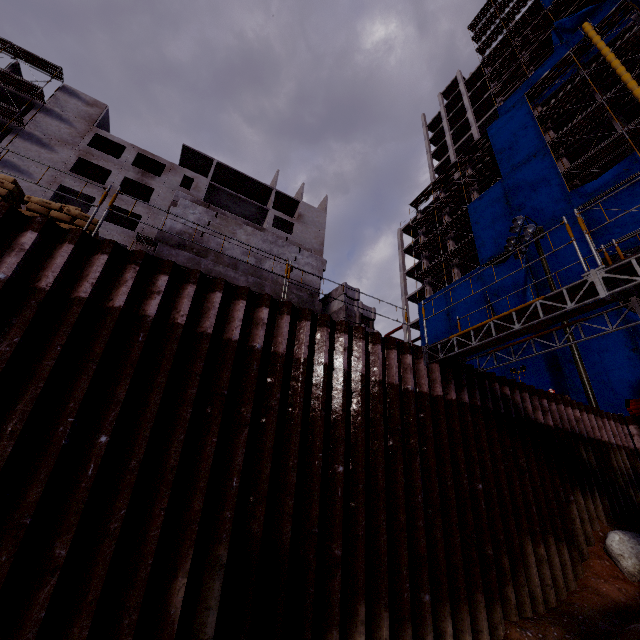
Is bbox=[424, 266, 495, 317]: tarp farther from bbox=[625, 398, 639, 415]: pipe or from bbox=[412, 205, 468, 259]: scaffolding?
Result: bbox=[625, 398, 639, 415]: pipe

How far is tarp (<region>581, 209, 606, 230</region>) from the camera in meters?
22.2 m

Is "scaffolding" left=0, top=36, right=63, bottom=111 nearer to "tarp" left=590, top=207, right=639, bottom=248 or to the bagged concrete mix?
"tarp" left=590, top=207, right=639, bottom=248

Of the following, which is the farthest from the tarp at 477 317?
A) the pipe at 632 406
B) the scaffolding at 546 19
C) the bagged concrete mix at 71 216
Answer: the bagged concrete mix at 71 216

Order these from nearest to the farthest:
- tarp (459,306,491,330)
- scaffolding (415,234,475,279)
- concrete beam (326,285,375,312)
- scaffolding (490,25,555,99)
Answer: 1. concrete beam (326,285,375,312)
2. tarp (459,306,491,330)
3. scaffolding (415,234,475,279)
4. scaffolding (490,25,555,99)

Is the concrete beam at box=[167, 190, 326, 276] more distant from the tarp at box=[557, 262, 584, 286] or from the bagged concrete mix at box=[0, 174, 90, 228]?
the tarp at box=[557, 262, 584, 286]

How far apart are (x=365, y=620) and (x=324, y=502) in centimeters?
186cm

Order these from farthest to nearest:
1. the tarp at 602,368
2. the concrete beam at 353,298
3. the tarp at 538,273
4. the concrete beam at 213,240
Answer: the tarp at 538,273 < the tarp at 602,368 < the concrete beam at 353,298 < the concrete beam at 213,240
